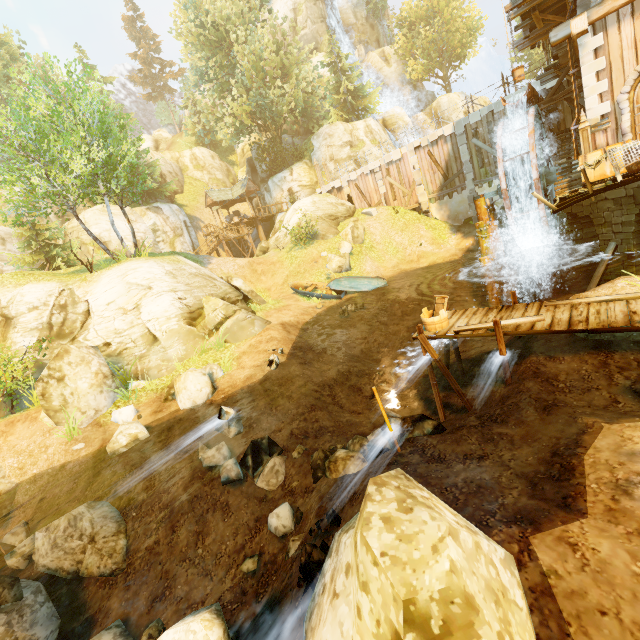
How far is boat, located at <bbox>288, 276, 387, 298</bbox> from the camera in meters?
19.8

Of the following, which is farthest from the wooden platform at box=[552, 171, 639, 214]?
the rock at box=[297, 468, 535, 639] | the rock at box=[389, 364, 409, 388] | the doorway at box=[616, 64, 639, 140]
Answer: the rock at box=[297, 468, 535, 639]

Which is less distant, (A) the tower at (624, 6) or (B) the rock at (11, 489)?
(B) the rock at (11, 489)

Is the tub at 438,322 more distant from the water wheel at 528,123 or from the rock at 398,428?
the water wheel at 528,123

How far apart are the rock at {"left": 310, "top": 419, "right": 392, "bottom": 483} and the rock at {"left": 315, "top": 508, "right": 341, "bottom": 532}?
1.24m

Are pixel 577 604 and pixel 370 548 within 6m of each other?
yes

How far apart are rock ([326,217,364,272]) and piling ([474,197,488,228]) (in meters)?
8.79

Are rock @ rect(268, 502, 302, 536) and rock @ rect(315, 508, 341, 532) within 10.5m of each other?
yes
